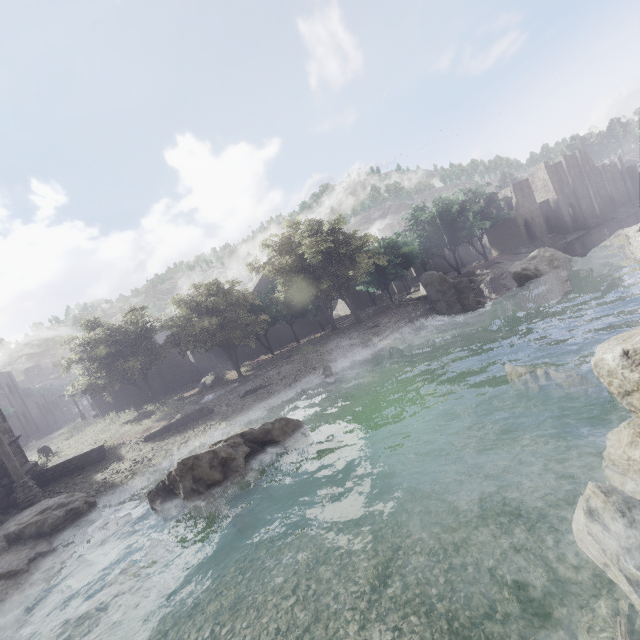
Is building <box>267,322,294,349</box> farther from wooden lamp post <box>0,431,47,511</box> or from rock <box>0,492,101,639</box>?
rock <box>0,492,101,639</box>

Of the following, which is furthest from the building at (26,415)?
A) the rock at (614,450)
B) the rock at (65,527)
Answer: the rock at (65,527)

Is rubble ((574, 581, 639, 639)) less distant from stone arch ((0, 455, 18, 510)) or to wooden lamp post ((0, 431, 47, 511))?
stone arch ((0, 455, 18, 510))

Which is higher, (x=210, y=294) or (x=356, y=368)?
(x=210, y=294)

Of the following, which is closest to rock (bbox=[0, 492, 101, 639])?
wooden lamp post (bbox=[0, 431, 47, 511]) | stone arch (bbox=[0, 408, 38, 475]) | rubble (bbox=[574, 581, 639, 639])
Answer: wooden lamp post (bbox=[0, 431, 47, 511])

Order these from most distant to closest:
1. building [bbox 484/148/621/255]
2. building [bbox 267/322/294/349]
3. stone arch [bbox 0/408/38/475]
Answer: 1. building [bbox 484/148/621/255]
2. building [bbox 267/322/294/349]
3. stone arch [bbox 0/408/38/475]

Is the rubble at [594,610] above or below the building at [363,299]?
below

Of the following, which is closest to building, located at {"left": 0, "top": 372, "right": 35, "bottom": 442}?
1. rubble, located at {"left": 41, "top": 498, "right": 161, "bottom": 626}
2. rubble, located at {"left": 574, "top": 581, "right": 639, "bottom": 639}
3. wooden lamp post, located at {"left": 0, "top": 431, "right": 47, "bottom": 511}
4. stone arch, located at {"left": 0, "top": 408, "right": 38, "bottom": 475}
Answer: stone arch, located at {"left": 0, "top": 408, "right": 38, "bottom": 475}
